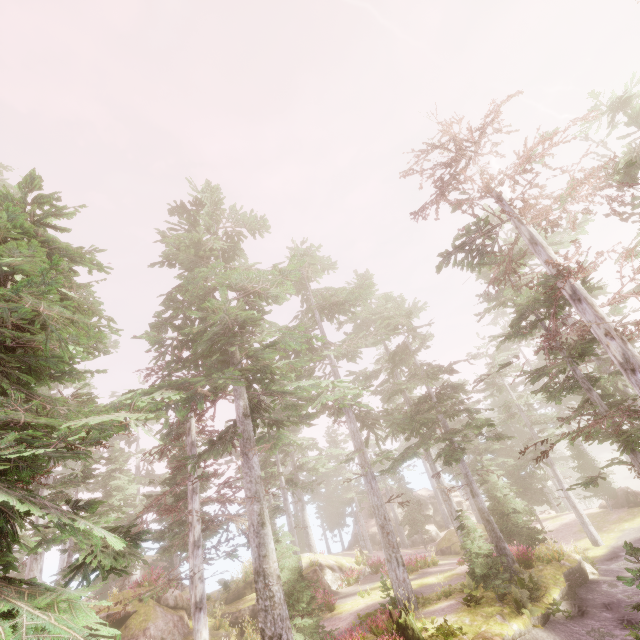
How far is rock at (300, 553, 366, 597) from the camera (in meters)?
23.14

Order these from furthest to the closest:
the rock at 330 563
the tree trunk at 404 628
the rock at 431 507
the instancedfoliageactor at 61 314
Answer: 1. the rock at 431 507
2. the rock at 330 563
3. the tree trunk at 404 628
4. the instancedfoliageactor at 61 314

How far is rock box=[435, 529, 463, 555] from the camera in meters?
30.6

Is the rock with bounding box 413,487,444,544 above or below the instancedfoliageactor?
below

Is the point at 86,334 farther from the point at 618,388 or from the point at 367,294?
the point at 618,388

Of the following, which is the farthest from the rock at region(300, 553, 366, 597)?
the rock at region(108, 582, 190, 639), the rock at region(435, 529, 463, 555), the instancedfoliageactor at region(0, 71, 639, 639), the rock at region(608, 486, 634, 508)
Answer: the rock at region(608, 486, 634, 508)

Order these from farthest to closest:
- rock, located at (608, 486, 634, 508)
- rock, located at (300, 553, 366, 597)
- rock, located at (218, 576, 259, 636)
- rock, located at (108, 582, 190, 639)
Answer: rock, located at (608, 486, 634, 508) → rock, located at (300, 553, 366, 597) → rock, located at (218, 576, 259, 636) → rock, located at (108, 582, 190, 639)

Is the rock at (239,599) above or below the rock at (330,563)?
above
